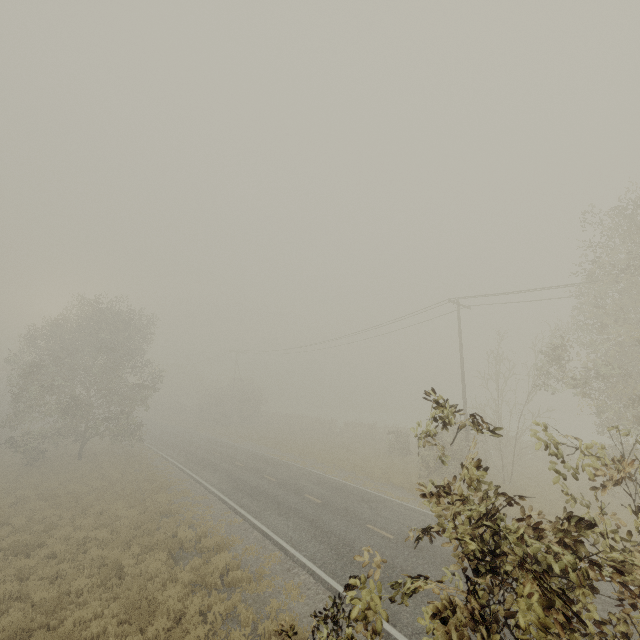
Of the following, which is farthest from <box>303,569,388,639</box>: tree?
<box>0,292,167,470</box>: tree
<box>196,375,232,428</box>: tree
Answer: <box>196,375,232,428</box>: tree

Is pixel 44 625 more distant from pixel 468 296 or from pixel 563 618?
pixel 468 296

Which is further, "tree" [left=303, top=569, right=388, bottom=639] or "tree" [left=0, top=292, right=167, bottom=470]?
"tree" [left=0, top=292, right=167, bottom=470]

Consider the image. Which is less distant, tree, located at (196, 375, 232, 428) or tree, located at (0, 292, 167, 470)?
tree, located at (0, 292, 167, 470)

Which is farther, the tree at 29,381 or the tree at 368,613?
the tree at 29,381

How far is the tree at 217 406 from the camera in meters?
48.6

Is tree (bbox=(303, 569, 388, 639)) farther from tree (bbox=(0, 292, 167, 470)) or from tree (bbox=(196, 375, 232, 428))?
tree (bbox=(196, 375, 232, 428))
